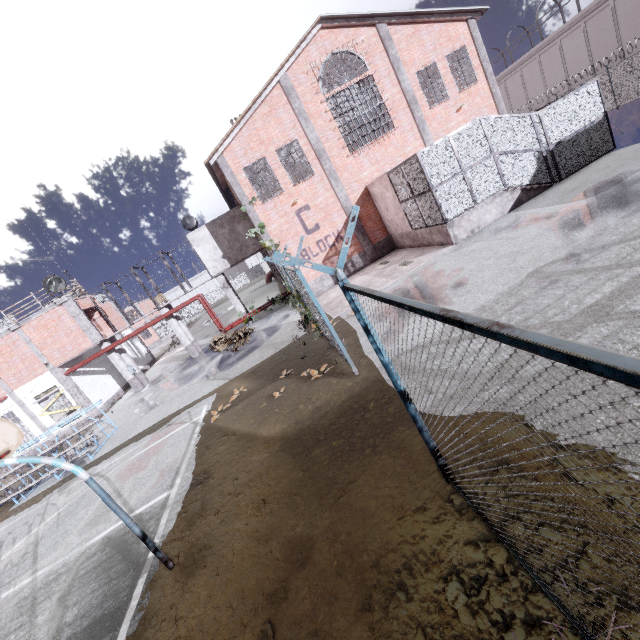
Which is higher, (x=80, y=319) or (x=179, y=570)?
(x=80, y=319)

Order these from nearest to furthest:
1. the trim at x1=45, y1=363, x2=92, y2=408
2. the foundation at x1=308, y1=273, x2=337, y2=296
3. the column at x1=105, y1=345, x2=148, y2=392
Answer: the foundation at x1=308, y1=273, x2=337, y2=296 → the trim at x1=45, y1=363, x2=92, y2=408 → the column at x1=105, y1=345, x2=148, y2=392

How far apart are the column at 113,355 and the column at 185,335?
3.88m

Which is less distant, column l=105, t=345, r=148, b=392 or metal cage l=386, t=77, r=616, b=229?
metal cage l=386, t=77, r=616, b=229

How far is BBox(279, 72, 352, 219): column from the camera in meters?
16.7 m

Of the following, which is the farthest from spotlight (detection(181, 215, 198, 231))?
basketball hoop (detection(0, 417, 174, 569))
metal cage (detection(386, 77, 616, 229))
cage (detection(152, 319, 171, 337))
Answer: basketball hoop (detection(0, 417, 174, 569))

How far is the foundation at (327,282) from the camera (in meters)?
18.78

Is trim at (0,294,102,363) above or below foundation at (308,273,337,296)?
above
